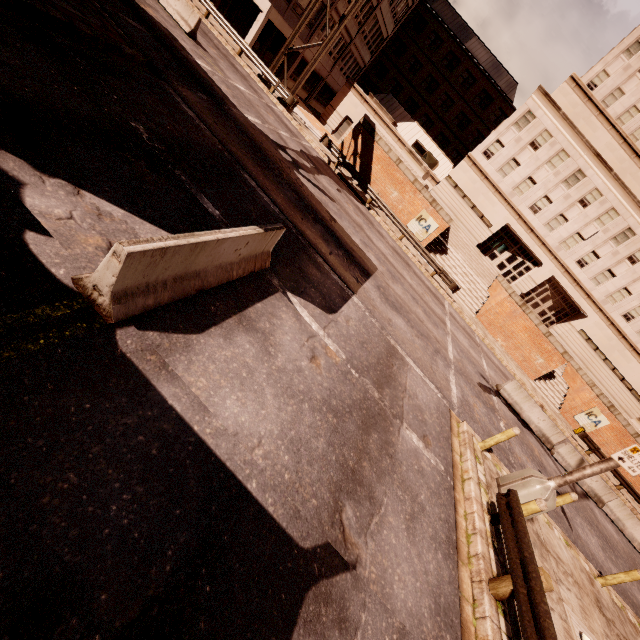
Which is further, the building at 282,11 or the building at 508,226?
the building at 508,226

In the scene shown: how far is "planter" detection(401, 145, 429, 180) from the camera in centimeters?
2466cm

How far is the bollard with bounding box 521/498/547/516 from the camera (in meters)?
6.71

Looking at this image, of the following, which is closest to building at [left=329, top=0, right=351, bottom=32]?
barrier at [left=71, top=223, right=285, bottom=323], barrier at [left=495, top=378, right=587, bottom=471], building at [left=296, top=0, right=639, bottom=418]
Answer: building at [left=296, top=0, right=639, bottom=418]

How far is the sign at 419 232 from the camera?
24.7 meters

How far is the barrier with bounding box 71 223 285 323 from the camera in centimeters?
364cm

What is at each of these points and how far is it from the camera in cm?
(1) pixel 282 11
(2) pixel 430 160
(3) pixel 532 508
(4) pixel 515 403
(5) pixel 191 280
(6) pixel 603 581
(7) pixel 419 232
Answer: (1) building, 2767
(2) air conditioner, 3400
(3) bollard, 679
(4) barrier, 1622
(5) barrier, 496
(6) bollard, 952
(7) sign, 2528

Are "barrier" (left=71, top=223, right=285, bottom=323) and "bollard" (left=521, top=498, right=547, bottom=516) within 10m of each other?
yes
